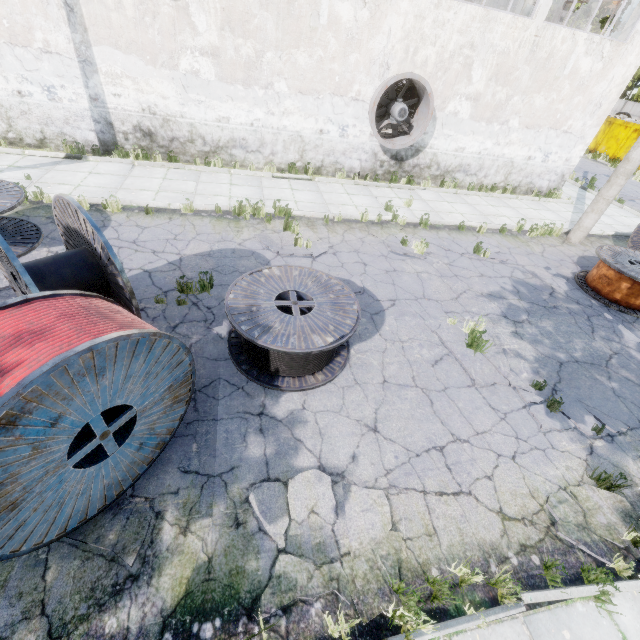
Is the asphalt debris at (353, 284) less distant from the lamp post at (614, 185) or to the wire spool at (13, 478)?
the wire spool at (13, 478)

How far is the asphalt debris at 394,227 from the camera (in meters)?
9.19

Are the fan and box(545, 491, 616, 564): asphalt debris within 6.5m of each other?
no

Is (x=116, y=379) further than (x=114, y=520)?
No

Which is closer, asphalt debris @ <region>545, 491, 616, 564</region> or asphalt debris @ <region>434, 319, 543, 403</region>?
asphalt debris @ <region>545, 491, 616, 564</region>

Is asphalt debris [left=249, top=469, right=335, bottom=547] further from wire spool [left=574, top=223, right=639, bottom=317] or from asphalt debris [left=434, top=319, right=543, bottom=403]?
wire spool [left=574, top=223, right=639, bottom=317]

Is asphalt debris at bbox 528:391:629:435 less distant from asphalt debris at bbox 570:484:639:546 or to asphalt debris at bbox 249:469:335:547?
asphalt debris at bbox 570:484:639:546

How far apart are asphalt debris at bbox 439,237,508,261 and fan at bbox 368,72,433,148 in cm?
447
